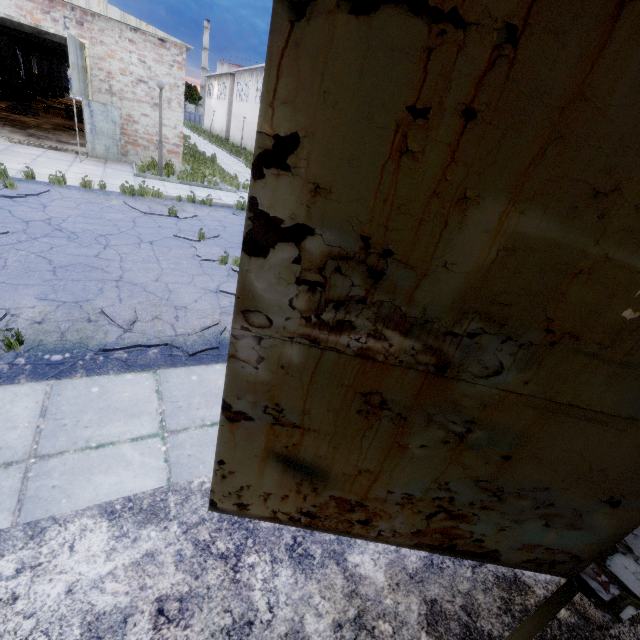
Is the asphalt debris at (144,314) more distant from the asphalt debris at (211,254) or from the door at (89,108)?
the door at (89,108)

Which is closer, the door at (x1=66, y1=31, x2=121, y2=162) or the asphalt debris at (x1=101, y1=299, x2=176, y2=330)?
the asphalt debris at (x1=101, y1=299, x2=176, y2=330)

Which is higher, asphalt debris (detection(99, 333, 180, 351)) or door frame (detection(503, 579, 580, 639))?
door frame (detection(503, 579, 580, 639))

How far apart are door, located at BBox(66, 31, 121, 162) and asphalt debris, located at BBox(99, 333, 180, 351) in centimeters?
1077cm

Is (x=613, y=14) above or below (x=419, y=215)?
above

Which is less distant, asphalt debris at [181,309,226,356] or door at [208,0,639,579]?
door at [208,0,639,579]

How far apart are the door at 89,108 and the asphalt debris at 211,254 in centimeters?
733cm

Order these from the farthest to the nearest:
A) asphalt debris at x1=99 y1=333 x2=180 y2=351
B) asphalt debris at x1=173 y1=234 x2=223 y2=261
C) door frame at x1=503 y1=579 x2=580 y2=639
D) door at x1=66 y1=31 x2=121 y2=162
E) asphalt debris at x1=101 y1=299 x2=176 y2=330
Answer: door at x1=66 y1=31 x2=121 y2=162
asphalt debris at x1=173 y1=234 x2=223 y2=261
asphalt debris at x1=101 y1=299 x2=176 y2=330
asphalt debris at x1=99 y1=333 x2=180 y2=351
door frame at x1=503 y1=579 x2=580 y2=639
